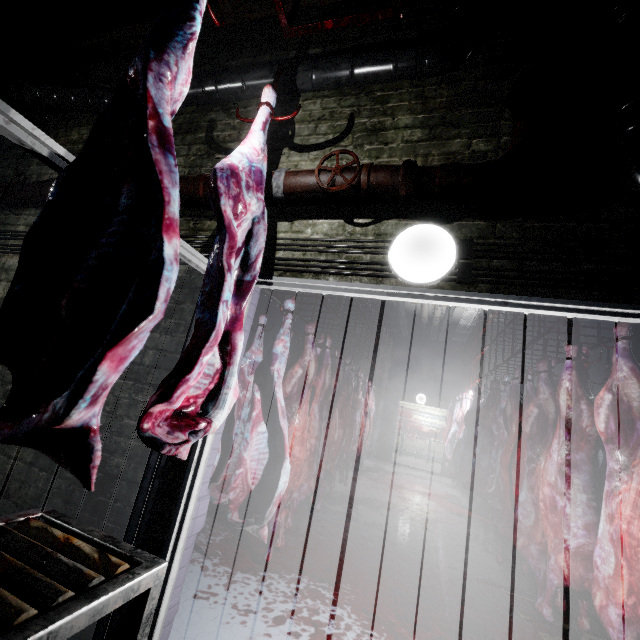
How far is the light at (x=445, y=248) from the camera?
1.5m

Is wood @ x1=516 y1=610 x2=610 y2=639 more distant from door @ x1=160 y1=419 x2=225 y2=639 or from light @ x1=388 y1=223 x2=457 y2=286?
light @ x1=388 y1=223 x2=457 y2=286

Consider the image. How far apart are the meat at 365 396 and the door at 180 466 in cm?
58

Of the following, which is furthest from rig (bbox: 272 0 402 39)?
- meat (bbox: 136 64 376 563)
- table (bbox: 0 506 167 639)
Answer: table (bbox: 0 506 167 639)

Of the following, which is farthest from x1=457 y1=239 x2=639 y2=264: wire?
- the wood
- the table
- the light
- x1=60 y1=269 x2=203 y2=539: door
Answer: the wood

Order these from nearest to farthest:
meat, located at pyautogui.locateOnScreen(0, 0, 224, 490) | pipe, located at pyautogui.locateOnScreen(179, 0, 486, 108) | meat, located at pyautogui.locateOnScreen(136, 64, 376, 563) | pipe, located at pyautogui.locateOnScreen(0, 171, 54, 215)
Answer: meat, located at pyautogui.locateOnScreen(0, 0, 224, 490) < meat, located at pyautogui.locateOnScreen(136, 64, 376, 563) < pipe, located at pyautogui.locateOnScreen(179, 0, 486, 108) < pipe, located at pyautogui.locateOnScreen(0, 171, 54, 215)

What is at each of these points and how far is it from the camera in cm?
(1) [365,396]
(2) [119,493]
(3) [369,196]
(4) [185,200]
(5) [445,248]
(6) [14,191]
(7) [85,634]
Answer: (1) meat, 714
(2) door, 169
(3) pipe, 162
(4) pipe, 198
(5) light, 150
(6) pipe, 250
(7) door, 152

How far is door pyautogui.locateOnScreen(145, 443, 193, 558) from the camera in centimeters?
155cm
